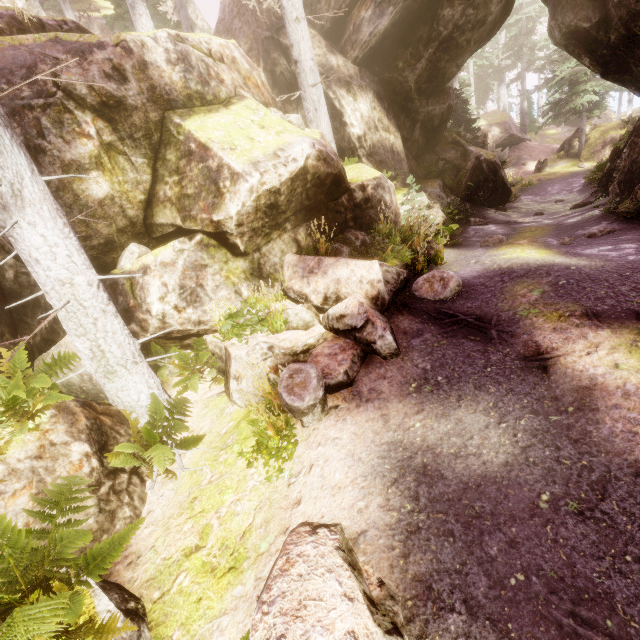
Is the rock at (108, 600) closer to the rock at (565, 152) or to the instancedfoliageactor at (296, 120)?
the instancedfoliageactor at (296, 120)

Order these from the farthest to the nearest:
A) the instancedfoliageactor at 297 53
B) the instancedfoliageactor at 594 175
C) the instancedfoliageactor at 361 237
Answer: the instancedfoliageactor at 594 175 < the instancedfoliageactor at 297 53 < the instancedfoliageactor at 361 237

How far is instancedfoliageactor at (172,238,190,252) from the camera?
6.5 meters

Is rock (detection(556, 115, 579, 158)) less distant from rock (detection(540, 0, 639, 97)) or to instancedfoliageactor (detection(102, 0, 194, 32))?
instancedfoliageactor (detection(102, 0, 194, 32))

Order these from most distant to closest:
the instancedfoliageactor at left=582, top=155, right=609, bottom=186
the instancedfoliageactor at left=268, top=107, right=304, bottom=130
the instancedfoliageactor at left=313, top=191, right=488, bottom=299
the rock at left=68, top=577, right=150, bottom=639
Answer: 1. the instancedfoliageactor at left=582, top=155, right=609, bottom=186
2. the instancedfoliageactor at left=268, top=107, right=304, bottom=130
3. the instancedfoliageactor at left=313, top=191, right=488, bottom=299
4. the rock at left=68, top=577, right=150, bottom=639

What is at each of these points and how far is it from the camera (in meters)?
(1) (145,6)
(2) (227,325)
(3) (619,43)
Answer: (1) instancedfoliageactor, 12.91
(2) instancedfoliageactor, 6.34
(3) rock, 11.30
